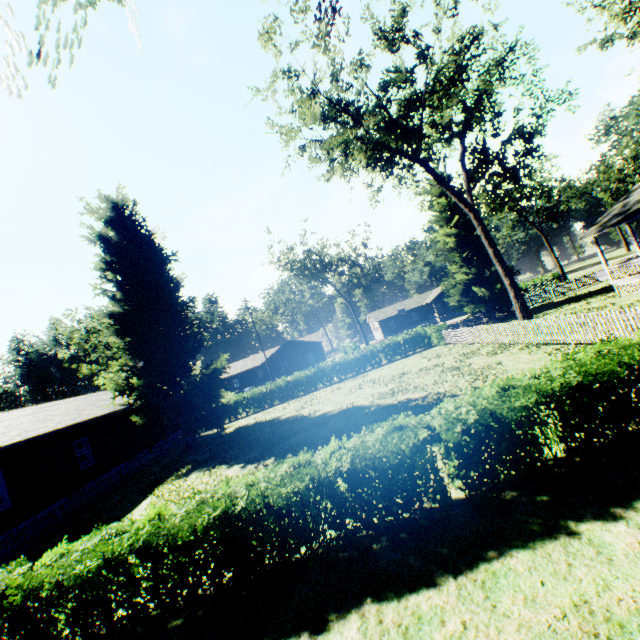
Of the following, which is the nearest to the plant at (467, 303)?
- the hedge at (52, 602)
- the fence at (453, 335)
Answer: the fence at (453, 335)

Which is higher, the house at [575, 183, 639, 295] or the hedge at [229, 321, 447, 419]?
the house at [575, 183, 639, 295]

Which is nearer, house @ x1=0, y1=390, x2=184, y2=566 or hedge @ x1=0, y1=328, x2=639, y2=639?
hedge @ x1=0, y1=328, x2=639, y2=639

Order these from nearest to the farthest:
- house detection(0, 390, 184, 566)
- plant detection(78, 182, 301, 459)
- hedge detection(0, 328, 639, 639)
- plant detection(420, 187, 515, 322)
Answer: hedge detection(0, 328, 639, 639) → house detection(0, 390, 184, 566) → plant detection(78, 182, 301, 459) → plant detection(420, 187, 515, 322)

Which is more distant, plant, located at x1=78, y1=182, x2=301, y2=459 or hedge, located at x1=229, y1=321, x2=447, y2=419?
hedge, located at x1=229, y1=321, x2=447, y2=419

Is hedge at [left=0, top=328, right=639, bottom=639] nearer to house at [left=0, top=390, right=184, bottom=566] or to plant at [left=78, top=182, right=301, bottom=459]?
plant at [left=78, top=182, right=301, bottom=459]

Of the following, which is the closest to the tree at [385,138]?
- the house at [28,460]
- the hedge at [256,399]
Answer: the hedge at [256,399]

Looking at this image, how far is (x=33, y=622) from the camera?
5.79m
